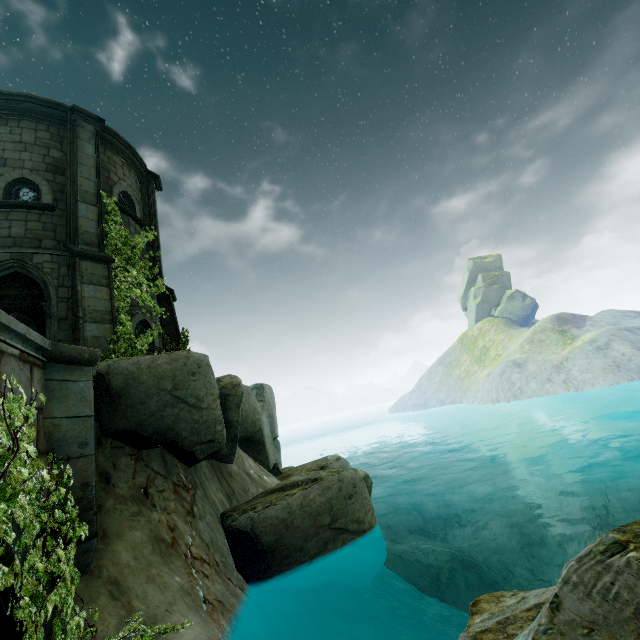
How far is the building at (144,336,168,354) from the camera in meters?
10.5

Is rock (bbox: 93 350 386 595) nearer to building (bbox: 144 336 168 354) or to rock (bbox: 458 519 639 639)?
building (bbox: 144 336 168 354)

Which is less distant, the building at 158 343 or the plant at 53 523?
the plant at 53 523

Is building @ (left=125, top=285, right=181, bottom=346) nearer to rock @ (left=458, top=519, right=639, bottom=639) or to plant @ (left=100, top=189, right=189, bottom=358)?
plant @ (left=100, top=189, right=189, bottom=358)

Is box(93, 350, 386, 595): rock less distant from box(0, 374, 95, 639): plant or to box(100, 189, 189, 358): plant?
box(100, 189, 189, 358): plant

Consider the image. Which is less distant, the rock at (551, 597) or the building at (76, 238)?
the rock at (551, 597)

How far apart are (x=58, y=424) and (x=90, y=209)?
7.92m
